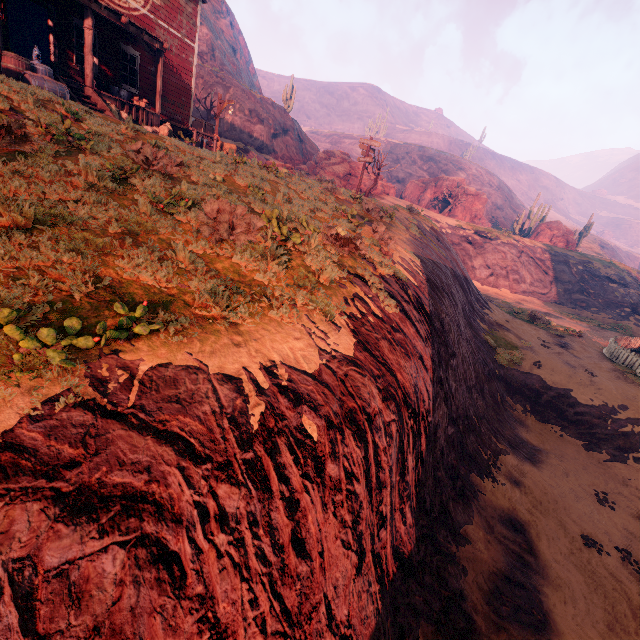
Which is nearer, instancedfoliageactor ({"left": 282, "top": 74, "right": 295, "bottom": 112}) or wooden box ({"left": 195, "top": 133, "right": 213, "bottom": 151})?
wooden box ({"left": 195, "top": 133, "right": 213, "bottom": 151})

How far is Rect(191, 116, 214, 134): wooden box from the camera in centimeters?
1931cm

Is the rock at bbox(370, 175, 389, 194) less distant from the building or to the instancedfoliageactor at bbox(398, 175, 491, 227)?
the instancedfoliageactor at bbox(398, 175, 491, 227)

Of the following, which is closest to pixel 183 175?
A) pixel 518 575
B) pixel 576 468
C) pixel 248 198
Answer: pixel 248 198

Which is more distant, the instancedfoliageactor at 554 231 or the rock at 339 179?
the instancedfoliageactor at 554 231

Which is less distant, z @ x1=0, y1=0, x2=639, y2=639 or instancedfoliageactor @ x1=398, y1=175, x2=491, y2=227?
z @ x1=0, y1=0, x2=639, y2=639

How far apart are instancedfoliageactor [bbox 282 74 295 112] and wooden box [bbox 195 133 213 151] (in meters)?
23.72
